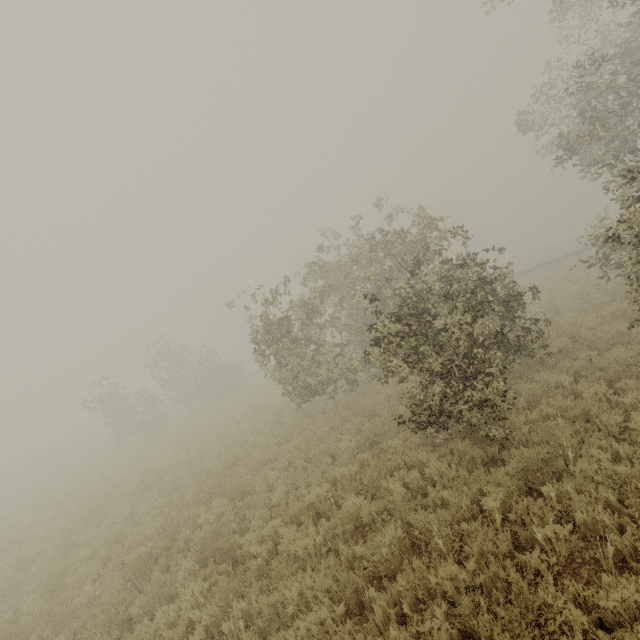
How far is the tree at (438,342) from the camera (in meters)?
6.55

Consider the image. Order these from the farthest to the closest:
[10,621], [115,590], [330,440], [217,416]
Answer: [217,416], [330,440], [10,621], [115,590]

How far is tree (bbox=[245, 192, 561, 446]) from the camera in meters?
6.6 m

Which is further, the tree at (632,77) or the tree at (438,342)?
the tree at (438,342)

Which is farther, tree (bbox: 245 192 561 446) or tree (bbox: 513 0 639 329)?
tree (bbox: 245 192 561 446)
